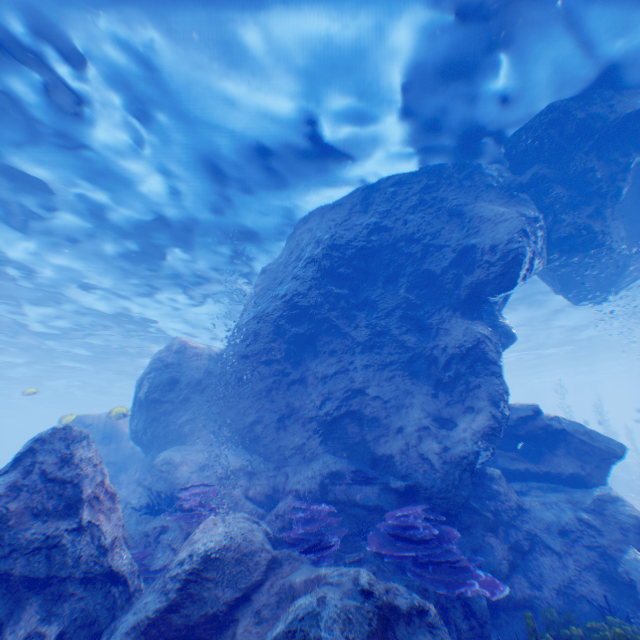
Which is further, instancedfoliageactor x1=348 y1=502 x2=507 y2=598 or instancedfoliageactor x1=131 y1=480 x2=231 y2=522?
instancedfoliageactor x1=131 y1=480 x2=231 y2=522

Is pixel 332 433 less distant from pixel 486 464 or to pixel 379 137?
pixel 486 464

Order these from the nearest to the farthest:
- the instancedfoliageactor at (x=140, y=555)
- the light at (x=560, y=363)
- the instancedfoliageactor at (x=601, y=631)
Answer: the instancedfoliageactor at (x=601, y=631) → the instancedfoliageactor at (x=140, y=555) → the light at (x=560, y=363)

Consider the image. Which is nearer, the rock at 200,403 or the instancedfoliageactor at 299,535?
the rock at 200,403

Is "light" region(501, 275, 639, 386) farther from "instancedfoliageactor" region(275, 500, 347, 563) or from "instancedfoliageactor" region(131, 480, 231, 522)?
"instancedfoliageactor" region(275, 500, 347, 563)

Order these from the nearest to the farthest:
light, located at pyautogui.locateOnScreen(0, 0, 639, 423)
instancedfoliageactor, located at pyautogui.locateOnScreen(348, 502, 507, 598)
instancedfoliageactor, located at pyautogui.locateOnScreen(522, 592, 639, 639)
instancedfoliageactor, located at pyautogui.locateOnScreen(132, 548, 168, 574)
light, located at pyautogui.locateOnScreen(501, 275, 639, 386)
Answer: instancedfoliageactor, located at pyautogui.locateOnScreen(522, 592, 639, 639) → instancedfoliageactor, located at pyautogui.locateOnScreen(348, 502, 507, 598) → instancedfoliageactor, located at pyautogui.locateOnScreen(132, 548, 168, 574) → light, located at pyautogui.locateOnScreen(0, 0, 639, 423) → light, located at pyautogui.locateOnScreen(501, 275, 639, 386)

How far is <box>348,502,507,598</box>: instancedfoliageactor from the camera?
5.3m

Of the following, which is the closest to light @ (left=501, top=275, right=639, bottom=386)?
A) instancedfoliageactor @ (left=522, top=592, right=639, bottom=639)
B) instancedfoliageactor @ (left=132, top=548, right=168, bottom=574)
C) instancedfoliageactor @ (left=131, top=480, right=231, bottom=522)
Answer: instancedfoliageactor @ (left=132, top=548, right=168, bottom=574)
